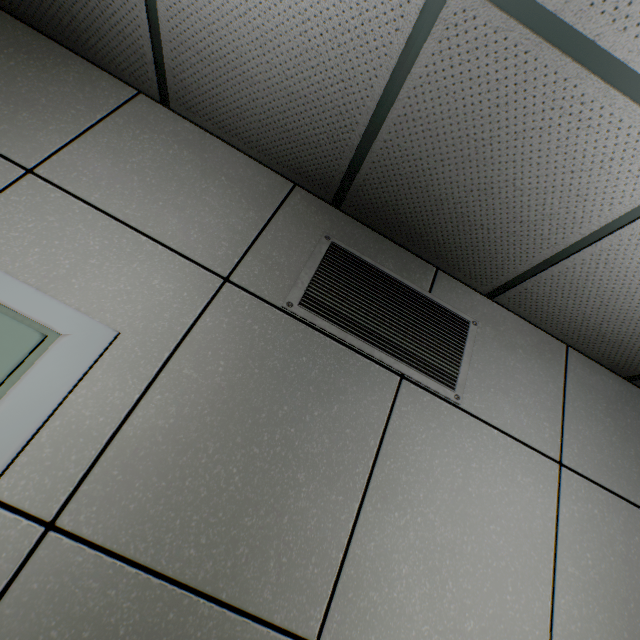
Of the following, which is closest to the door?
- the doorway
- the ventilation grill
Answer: the doorway

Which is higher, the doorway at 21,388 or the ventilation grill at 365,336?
the ventilation grill at 365,336

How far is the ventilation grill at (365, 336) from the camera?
1.49m

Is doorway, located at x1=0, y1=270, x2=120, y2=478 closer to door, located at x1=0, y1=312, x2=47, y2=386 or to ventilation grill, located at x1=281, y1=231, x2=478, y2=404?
door, located at x1=0, y1=312, x2=47, y2=386

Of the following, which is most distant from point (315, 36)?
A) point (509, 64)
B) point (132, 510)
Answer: point (132, 510)

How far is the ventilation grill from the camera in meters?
1.5 m

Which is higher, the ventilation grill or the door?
the ventilation grill
